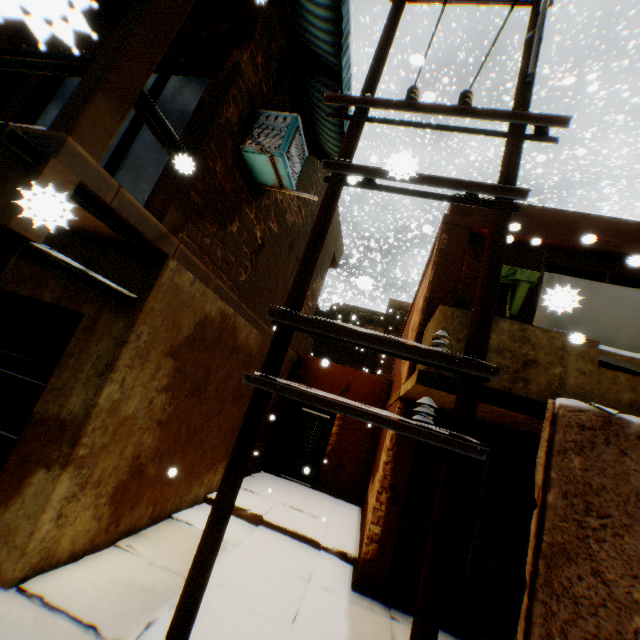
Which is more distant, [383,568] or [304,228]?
[304,228]

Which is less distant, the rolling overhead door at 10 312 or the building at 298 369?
the rolling overhead door at 10 312

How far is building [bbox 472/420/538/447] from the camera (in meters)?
5.76

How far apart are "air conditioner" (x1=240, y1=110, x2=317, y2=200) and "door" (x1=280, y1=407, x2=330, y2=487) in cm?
757

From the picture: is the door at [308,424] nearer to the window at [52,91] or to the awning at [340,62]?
the awning at [340,62]

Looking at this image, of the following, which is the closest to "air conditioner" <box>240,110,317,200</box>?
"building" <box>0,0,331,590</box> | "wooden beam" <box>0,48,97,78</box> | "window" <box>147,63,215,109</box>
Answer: "building" <box>0,0,331,590</box>

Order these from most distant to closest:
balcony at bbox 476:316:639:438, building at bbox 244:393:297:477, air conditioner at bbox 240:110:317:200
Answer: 1. building at bbox 244:393:297:477
2. air conditioner at bbox 240:110:317:200
3. balcony at bbox 476:316:639:438

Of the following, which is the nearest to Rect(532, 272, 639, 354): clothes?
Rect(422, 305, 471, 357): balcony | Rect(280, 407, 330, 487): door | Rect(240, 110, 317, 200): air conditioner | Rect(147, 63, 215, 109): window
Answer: Rect(422, 305, 471, 357): balcony
